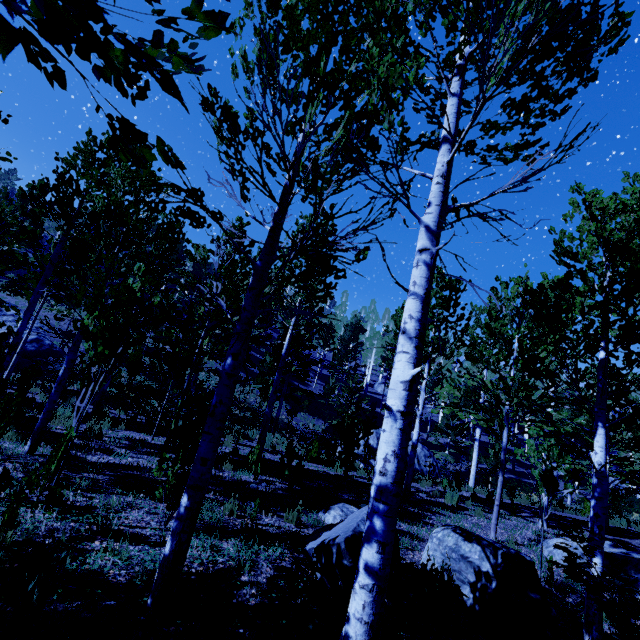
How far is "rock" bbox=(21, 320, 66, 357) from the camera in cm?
2103

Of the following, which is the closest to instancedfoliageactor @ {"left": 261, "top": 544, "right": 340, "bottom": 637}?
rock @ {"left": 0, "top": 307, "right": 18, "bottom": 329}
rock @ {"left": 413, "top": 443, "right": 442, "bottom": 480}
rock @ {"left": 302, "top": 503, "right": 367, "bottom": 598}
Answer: rock @ {"left": 0, "top": 307, "right": 18, "bottom": 329}

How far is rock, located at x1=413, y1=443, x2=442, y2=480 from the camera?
21.2 meters

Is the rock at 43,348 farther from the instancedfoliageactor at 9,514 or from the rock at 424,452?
the rock at 424,452

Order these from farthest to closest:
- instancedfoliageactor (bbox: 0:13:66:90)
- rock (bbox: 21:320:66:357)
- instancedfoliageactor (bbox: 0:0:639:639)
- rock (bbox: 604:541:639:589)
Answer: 1. rock (bbox: 21:320:66:357)
2. rock (bbox: 604:541:639:589)
3. instancedfoliageactor (bbox: 0:0:639:639)
4. instancedfoliageactor (bbox: 0:13:66:90)

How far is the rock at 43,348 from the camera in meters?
21.0 m

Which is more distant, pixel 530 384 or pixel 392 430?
pixel 530 384

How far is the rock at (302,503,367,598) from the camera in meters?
3.7
